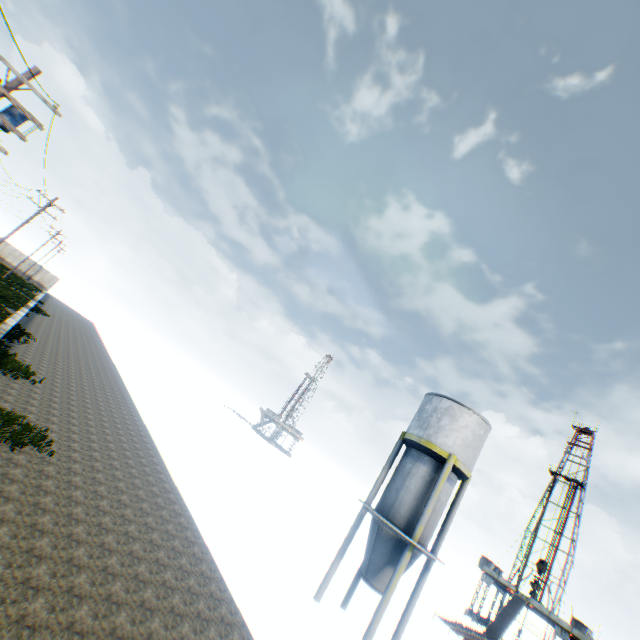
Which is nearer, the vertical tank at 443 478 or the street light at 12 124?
the street light at 12 124

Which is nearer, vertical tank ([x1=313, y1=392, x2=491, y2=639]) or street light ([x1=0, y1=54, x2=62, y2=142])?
street light ([x1=0, y1=54, x2=62, y2=142])

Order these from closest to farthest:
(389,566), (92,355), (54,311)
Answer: (389,566) → (92,355) → (54,311)
